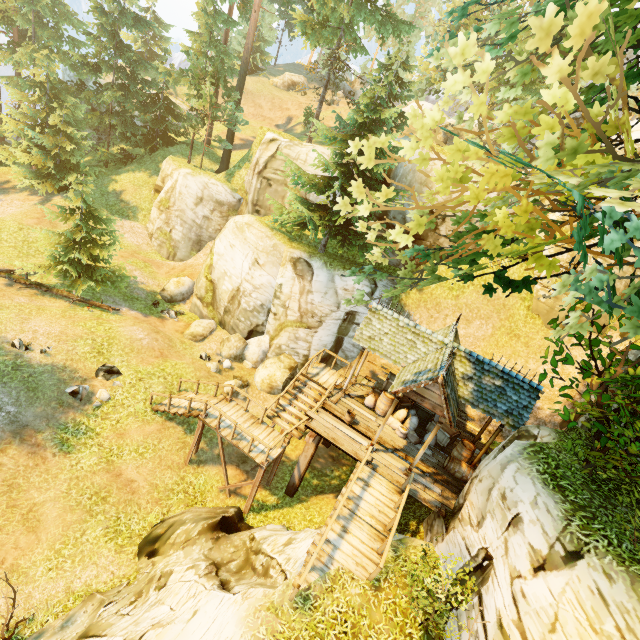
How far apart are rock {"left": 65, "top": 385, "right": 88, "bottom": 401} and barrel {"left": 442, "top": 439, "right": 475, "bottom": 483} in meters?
15.2 m

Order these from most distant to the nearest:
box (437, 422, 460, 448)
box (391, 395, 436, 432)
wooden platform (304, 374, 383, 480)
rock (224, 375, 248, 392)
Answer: rock (224, 375, 248, 392) → box (391, 395, 436, 432) → box (437, 422, 460, 448) → wooden platform (304, 374, 383, 480)

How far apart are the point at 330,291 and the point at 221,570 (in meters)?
12.92

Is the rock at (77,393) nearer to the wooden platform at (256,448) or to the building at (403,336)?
the wooden platform at (256,448)

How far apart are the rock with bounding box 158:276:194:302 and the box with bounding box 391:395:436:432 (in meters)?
16.75

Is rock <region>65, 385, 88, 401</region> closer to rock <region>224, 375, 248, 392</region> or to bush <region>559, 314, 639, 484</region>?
rock <region>224, 375, 248, 392</region>

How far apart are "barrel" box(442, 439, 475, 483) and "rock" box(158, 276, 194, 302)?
19.3 meters

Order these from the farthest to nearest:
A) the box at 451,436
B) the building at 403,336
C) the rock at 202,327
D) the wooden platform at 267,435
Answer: the rock at 202,327, the box at 451,436, the wooden platform at 267,435, the building at 403,336
